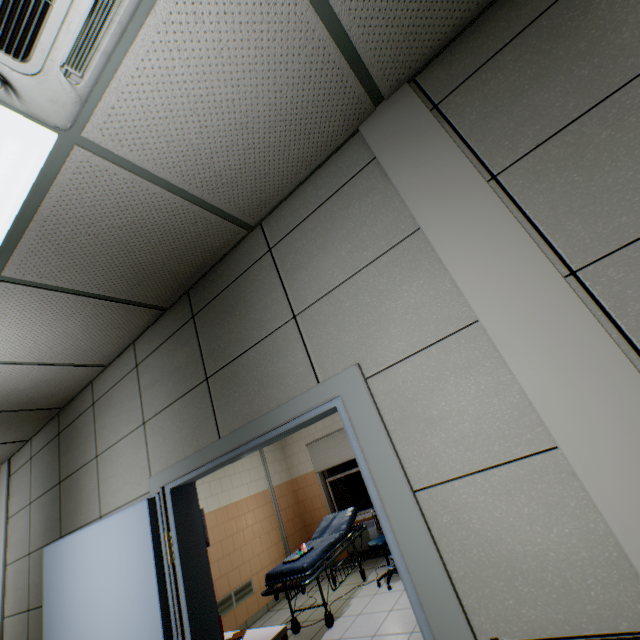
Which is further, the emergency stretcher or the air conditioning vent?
the emergency stretcher

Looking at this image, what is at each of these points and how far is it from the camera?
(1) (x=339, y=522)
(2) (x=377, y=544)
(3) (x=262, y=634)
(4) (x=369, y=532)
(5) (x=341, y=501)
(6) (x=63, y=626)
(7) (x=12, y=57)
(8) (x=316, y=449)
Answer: (1) emergency stretcher, 5.7m
(2) chair, 4.9m
(3) laboratory table, 2.6m
(4) radiator, 6.2m
(5) window, 6.9m
(6) door, 2.3m
(7) air conditioning vent, 1.0m
(8) blinds, 7.3m

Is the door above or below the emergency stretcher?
above

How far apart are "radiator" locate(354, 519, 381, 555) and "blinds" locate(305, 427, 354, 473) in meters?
0.6

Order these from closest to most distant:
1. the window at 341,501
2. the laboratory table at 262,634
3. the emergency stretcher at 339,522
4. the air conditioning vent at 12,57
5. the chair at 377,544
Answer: the air conditioning vent at 12,57
the laboratory table at 262,634
the emergency stretcher at 339,522
the chair at 377,544
the window at 341,501

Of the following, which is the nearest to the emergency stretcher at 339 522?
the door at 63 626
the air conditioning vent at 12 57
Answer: the door at 63 626

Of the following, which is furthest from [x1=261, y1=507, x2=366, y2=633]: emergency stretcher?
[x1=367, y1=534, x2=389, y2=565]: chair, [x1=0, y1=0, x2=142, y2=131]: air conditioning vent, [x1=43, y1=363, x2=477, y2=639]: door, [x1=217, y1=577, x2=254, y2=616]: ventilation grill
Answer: [x1=0, y1=0, x2=142, y2=131]: air conditioning vent

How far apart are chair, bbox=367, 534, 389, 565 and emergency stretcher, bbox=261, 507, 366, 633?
0.3 meters
